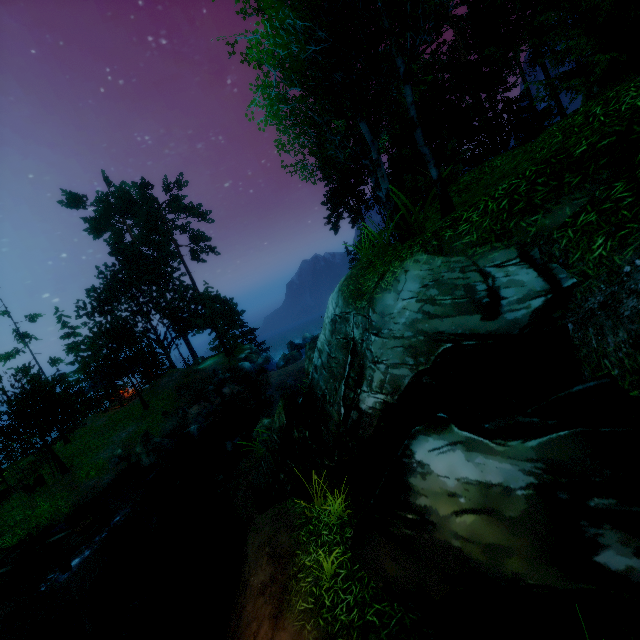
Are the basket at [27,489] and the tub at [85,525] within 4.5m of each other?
no

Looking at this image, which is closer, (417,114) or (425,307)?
(425,307)

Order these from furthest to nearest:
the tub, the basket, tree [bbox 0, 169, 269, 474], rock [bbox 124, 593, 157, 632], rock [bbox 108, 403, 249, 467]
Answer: tree [bbox 0, 169, 269, 474]
the basket
rock [bbox 108, 403, 249, 467]
the tub
rock [bbox 124, 593, 157, 632]

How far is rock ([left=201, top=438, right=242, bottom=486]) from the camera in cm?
1263

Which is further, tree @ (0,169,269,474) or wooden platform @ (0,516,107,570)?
tree @ (0,169,269,474)

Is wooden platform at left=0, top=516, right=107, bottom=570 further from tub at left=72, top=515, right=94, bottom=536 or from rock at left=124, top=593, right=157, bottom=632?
rock at left=124, top=593, right=157, bottom=632

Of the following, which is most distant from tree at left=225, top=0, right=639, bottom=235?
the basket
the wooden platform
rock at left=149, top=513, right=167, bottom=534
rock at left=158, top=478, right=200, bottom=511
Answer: rock at left=149, top=513, right=167, bottom=534

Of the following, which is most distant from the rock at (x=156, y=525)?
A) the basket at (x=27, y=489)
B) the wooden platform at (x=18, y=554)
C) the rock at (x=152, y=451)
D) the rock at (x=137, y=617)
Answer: the basket at (x=27, y=489)
